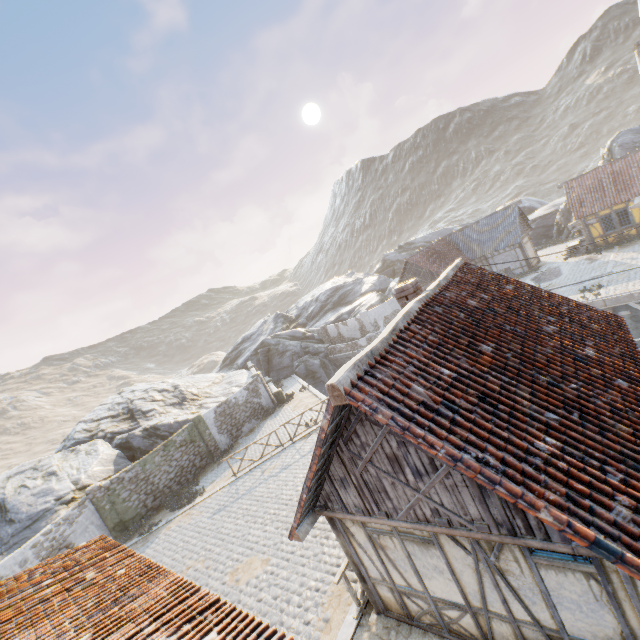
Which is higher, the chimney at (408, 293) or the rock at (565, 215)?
the chimney at (408, 293)

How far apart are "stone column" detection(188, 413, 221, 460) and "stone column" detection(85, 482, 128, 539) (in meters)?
5.48

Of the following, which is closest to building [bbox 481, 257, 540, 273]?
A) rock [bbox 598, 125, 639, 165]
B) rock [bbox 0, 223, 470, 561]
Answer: rock [bbox 598, 125, 639, 165]

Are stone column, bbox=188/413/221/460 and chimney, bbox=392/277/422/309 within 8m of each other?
no

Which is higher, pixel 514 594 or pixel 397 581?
pixel 514 594

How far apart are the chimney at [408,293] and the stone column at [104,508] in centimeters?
1828cm

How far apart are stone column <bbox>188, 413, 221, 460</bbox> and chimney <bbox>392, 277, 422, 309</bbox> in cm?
1774

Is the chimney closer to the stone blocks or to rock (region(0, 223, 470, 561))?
the stone blocks
